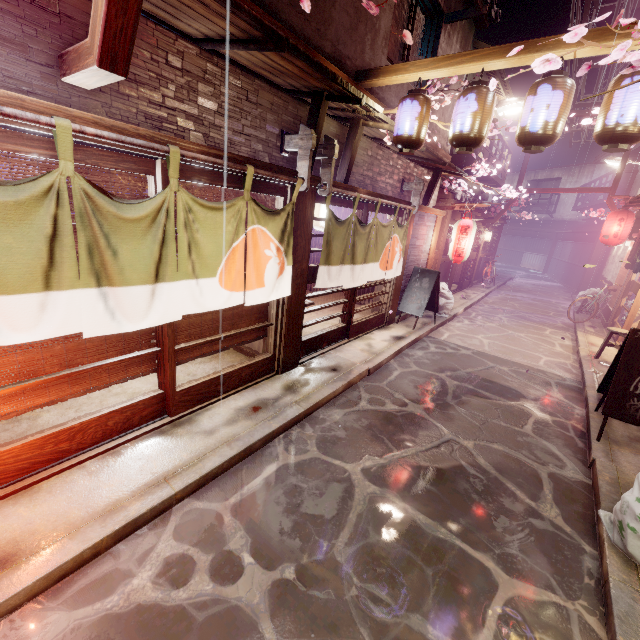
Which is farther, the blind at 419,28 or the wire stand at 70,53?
the blind at 419,28

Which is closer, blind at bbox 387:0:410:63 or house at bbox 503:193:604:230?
blind at bbox 387:0:410:63

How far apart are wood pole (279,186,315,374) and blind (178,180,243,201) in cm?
49

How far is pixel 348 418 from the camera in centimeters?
818cm

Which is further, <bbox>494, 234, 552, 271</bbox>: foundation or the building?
<bbox>494, 234, 552, 271</bbox>: foundation

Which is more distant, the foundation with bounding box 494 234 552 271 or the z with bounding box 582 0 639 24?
the foundation with bounding box 494 234 552 271

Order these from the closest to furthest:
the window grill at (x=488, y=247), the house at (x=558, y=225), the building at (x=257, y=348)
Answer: the building at (x=257, y=348)
the window grill at (x=488, y=247)
the house at (x=558, y=225)

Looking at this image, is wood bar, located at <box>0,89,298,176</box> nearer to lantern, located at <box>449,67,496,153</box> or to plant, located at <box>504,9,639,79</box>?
lantern, located at <box>449,67,496,153</box>
